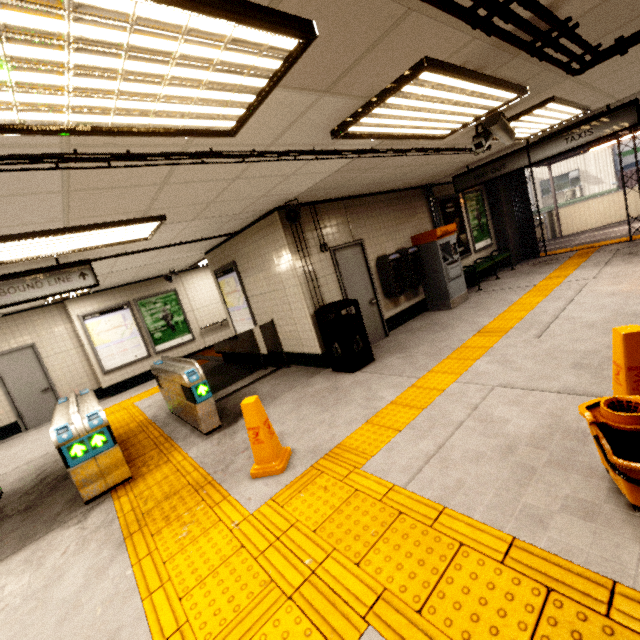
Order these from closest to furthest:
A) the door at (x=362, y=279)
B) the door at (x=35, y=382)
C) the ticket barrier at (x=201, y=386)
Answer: the ticket barrier at (x=201, y=386)
the door at (x=362, y=279)
the door at (x=35, y=382)

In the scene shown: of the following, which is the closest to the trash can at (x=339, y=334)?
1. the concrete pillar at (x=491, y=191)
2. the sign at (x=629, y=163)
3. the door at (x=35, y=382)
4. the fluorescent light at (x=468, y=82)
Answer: the fluorescent light at (x=468, y=82)

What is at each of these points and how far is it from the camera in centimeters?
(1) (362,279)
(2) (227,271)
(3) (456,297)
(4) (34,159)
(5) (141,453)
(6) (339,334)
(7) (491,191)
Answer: (1) door, 652cm
(2) sign, 745cm
(3) ticket machine, 759cm
(4) exterior wiring, 191cm
(5) groundtactileadastrip, 475cm
(6) trash can, 525cm
(7) concrete pillar, 1015cm

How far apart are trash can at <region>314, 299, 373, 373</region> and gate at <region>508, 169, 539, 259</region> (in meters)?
8.37

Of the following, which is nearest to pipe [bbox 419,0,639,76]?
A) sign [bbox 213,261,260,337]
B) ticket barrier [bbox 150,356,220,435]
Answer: ticket barrier [bbox 150,356,220,435]

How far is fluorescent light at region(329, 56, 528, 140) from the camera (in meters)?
2.37

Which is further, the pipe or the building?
the building

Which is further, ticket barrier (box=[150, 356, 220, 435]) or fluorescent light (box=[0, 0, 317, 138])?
ticket barrier (box=[150, 356, 220, 435])
